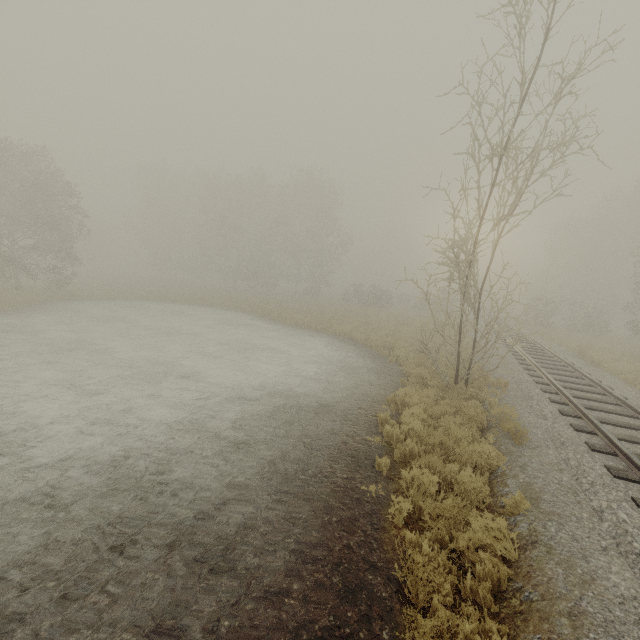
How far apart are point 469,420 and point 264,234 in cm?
3679
